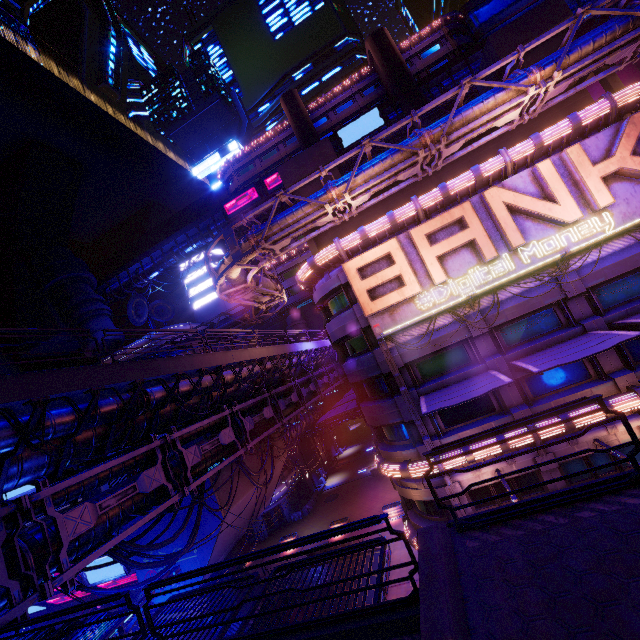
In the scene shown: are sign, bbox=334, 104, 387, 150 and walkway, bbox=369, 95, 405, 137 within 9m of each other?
yes

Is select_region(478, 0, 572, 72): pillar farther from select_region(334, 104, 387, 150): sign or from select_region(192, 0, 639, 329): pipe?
select_region(334, 104, 387, 150): sign

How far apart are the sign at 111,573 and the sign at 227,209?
44.0 meters

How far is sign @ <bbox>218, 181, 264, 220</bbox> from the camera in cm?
5036

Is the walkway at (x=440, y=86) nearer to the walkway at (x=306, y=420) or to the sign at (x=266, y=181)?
the sign at (x=266, y=181)

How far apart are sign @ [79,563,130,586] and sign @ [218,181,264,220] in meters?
44.0 m

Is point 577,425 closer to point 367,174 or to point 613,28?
point 367,174

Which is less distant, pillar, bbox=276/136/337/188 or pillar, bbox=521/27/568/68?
pillar, bbox=521/27/568/68
